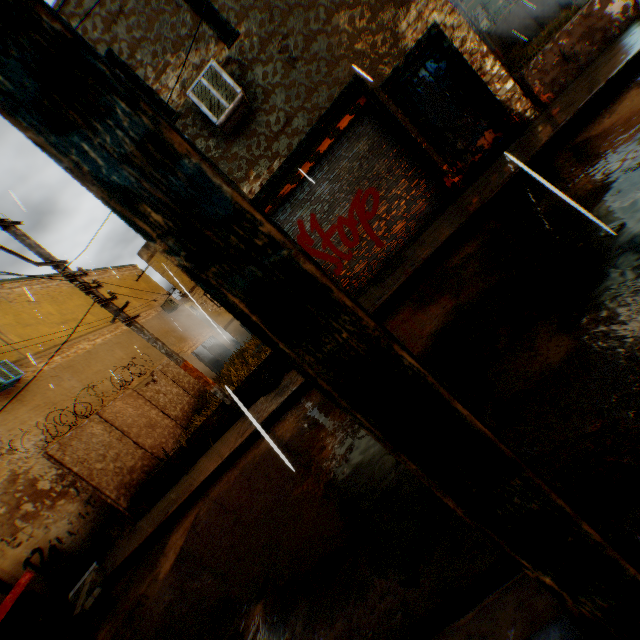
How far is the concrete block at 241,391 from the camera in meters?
8.2 m

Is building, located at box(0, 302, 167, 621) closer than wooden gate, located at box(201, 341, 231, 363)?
Yes

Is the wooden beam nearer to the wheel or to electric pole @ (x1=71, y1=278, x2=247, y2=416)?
electric pole @ (x1=71, y1=278, x2=247, y2=416)

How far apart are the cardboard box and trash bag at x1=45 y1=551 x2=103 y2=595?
0.2 meters

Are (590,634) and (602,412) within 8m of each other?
yes

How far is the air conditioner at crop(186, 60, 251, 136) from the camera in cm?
609

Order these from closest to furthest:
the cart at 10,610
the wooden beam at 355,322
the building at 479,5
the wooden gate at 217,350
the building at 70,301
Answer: the wooden beam at 355,322, the cart at 10,610, the building at 70,301, the wooden gate at 217,350, the building at 479,5

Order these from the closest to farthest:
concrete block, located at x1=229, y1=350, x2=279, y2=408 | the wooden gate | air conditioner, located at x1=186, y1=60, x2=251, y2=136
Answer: air conditioner, located at x1=186, y1=60, x2=251, y2=136 < concrete block, located at x1=229, y1=350, x2=279, y2=408 < the wooden gate
